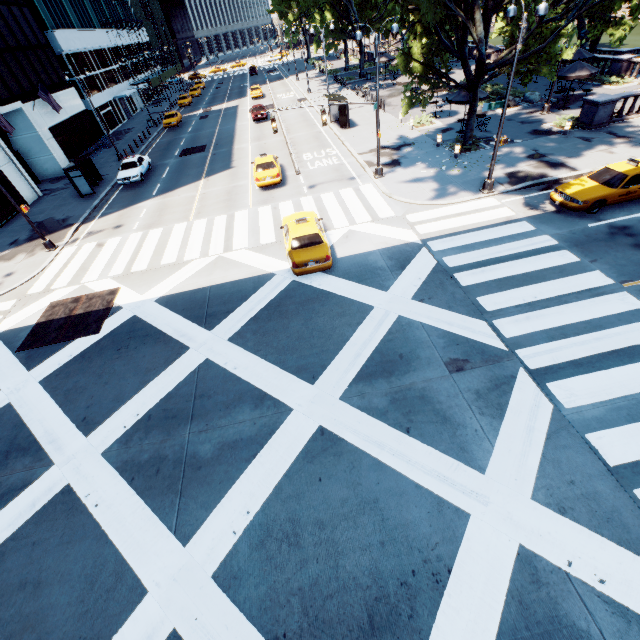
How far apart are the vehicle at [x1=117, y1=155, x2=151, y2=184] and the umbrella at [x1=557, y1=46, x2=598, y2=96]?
33.50m

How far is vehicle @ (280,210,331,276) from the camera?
13.40m

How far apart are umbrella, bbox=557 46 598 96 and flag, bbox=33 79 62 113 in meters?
42.3

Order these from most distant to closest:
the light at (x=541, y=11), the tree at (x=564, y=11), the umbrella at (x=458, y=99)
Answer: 1. the umbrella at (x=458, y=99)
2. the tree at (x=564, y=11)
3. the light at (x=541, y=11)

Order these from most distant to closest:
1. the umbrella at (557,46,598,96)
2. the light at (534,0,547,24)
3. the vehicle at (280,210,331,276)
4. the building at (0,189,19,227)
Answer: the building at (0,189,19,227) < the umbrella at (557,46,598,96) < the vehicle at (280,210,331,276) < the light at (534,0,547,24)

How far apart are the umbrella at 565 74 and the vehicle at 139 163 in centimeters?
3350cm

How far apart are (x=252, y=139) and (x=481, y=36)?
22.13m

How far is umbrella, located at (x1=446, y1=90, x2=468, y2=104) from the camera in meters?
22.5
